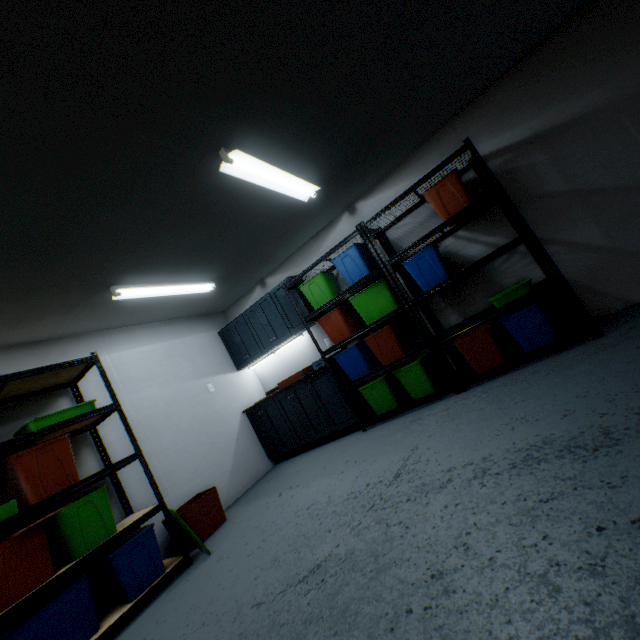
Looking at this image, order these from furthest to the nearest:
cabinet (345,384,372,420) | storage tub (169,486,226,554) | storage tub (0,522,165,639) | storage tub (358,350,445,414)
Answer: cabinet (345,384,372,420), storage tub (358,350,445,414), storage tub (169,486,226,554), storage tub (0,522,165,639)

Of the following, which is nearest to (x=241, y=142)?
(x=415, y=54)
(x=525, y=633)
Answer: (x=415, y=54)

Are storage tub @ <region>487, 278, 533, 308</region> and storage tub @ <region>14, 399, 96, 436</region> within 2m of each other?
no

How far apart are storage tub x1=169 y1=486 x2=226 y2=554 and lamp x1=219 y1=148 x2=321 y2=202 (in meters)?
2.67

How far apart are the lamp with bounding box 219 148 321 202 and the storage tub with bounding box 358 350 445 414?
2.0 meters

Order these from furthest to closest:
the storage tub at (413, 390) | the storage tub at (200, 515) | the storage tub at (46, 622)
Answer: the storage tub at (413, 390), the storage tub at (200, 515), the storage tub at (46, 622)

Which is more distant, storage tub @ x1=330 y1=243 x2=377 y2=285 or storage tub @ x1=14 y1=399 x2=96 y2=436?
storage tub @ x1=330 y1=243 x2=377 y2=285

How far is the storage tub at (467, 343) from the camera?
2.97m
